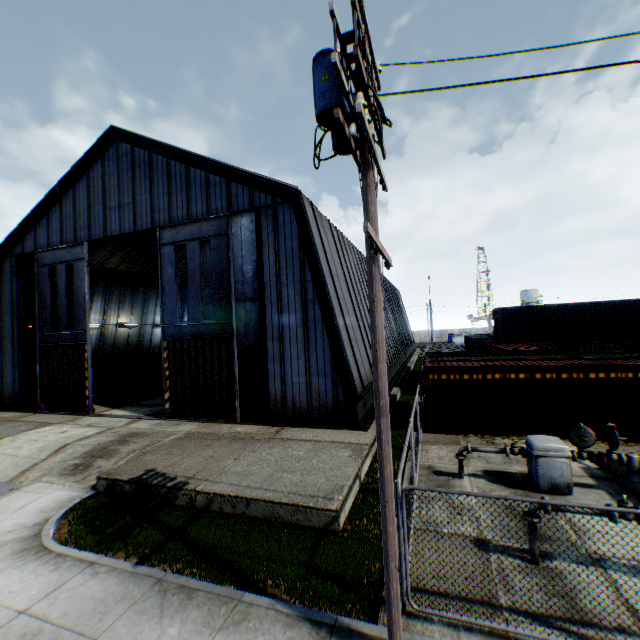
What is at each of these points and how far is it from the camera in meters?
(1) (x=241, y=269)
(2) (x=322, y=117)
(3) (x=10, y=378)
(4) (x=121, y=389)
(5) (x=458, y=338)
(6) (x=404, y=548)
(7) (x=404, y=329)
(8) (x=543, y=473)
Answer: (1) hanging door, 16.1
(2) electric pole, 4.6
(3) building, 22.1
(4) trash dumpster, 25.0
(5) tank container, 56.6
(6) metal fence, 5.4
(7) building, 45.3
(8) gas meter pipe, 8.9

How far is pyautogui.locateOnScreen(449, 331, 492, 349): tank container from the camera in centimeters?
5604cm

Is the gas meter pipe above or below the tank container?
below

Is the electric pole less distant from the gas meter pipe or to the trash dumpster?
the gas meter pipe

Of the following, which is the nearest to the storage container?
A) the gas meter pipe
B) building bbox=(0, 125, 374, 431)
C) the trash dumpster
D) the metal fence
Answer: the trash dumpster

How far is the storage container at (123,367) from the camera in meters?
24.8

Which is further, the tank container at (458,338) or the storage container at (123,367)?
the tank container at (458,338)

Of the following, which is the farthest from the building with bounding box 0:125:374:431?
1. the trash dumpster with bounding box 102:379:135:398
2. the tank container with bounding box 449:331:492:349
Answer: the tank container with bounding box 449:331:492:349
